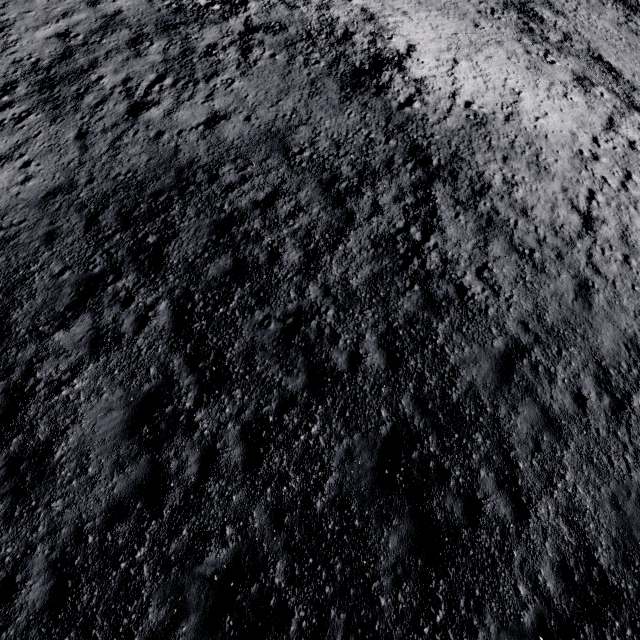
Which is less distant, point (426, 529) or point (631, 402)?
point (426, 529)
